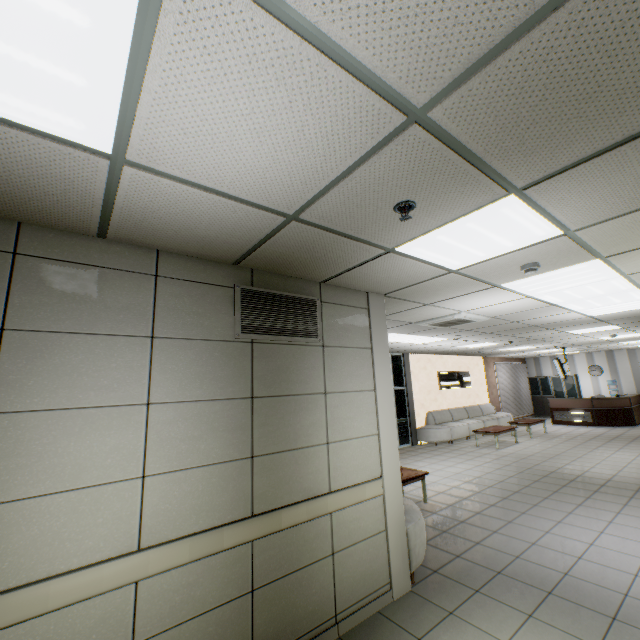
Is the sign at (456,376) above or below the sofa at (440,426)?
above

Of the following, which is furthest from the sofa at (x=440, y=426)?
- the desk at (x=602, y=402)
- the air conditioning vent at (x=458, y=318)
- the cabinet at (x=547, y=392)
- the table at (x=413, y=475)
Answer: the air conditioning vent at (x=458, y=318)

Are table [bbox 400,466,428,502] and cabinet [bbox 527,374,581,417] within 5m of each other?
no

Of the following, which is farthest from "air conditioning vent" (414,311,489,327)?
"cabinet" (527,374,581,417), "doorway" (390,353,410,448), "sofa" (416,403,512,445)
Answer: "cabinet" (527,374,581,417)

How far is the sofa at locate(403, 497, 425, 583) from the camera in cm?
354

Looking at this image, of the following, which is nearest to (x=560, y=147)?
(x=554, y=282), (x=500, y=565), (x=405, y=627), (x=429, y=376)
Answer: (x=554, y=282)

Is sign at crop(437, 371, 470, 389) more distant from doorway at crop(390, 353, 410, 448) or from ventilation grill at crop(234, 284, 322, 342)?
ventilation grill at crop(234, 284, 322, 342)

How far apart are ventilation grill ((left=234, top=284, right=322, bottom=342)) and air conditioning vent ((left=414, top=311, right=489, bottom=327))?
3.1m
